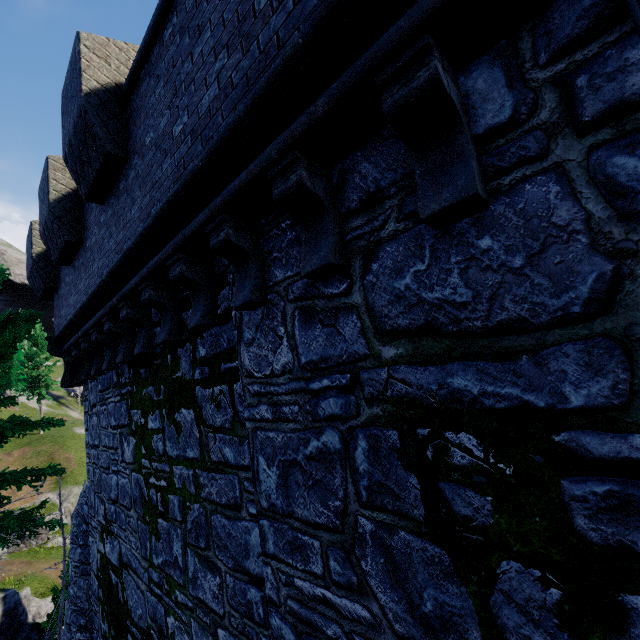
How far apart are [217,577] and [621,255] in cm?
472

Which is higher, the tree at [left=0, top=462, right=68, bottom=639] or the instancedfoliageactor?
the instancedfoliageactor

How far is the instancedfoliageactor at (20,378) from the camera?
45.2 meters

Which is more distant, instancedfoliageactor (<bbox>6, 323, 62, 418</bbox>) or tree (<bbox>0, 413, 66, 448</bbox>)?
instancedfoliageactor (<bbox>6, 323, 62, 418</bbox>)

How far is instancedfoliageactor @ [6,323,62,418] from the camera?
45.2m

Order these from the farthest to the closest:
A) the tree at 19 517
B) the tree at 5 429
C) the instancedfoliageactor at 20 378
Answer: the instancedfoliageactor at 20 378
the tree at 5 429
the tree at 19 517

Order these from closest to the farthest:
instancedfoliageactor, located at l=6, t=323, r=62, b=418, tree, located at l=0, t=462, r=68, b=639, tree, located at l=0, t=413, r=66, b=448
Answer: tree, located at l=0, t=462, r=68, b=639
tree, located at l=0, t=413, r=66, b=448
instancedfoliageactor, located at l=6, t=323, r=62, b=418
